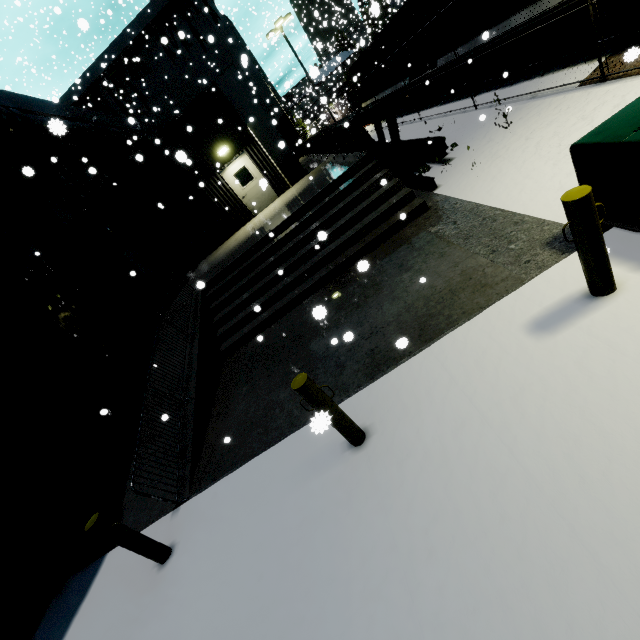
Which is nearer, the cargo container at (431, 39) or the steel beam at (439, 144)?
the steel beam at (439, 144)

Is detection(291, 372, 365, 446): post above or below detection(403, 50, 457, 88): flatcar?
below

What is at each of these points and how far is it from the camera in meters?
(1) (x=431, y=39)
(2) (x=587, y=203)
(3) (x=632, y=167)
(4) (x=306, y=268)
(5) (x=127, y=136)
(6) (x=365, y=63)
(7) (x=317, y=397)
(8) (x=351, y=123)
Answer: (1) cargo container, 12.9
(2) post, 2.7
(3) electrical box, 3.2
(4) building, 8.4
(5) pipe, 18.3
(6) cargo container, 20.0
(7) post, 3.4
(8) ceiling beam support, 9.9

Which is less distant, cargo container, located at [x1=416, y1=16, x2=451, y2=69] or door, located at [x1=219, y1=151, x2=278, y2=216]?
cargo container, located at [x1=416, y1=16, x2=451, y2=69]

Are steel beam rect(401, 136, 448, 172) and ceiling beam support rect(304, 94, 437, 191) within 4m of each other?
yes

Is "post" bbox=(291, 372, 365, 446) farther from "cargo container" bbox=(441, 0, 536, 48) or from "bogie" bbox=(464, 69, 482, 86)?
"bogie" bbox=(464, 69, 482, 86)

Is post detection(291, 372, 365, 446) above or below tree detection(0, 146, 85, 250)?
below

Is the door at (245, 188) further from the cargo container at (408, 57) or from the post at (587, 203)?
the post at (587, 203)
